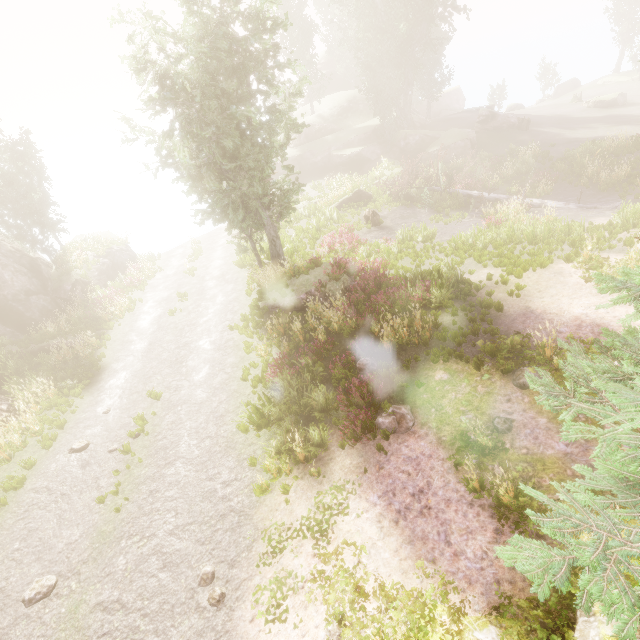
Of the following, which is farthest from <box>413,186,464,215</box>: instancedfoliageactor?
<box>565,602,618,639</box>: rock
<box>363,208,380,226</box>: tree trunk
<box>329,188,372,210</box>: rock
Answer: <box>329,188,372,210</box>: rock

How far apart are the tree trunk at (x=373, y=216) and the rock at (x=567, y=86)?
53.4 meters

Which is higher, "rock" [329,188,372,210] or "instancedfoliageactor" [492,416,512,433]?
"rock" [329,188,372,210]

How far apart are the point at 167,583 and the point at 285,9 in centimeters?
5125cm

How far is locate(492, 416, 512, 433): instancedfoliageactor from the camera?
7.23m

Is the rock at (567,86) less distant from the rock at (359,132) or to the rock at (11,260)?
the rock at (359,132)

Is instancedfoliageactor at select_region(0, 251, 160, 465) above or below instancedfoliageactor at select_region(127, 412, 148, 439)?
below

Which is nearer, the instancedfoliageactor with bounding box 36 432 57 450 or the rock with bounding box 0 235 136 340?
the instancedfoliageactor with bounding box 36 432 57 450
